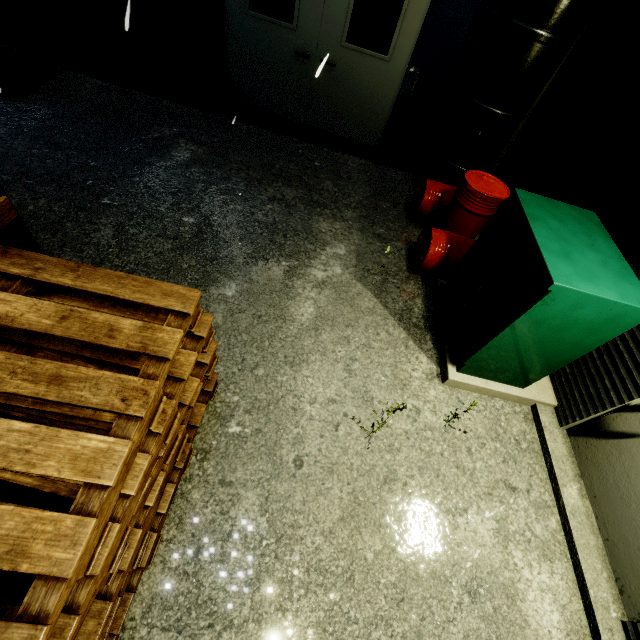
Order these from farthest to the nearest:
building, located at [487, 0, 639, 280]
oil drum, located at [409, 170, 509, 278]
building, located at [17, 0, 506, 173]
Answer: building, located at [17, 0, 506, 173] → oil drum, located at [409, 170, 509, 278] → building, located at [487, 0, 639, 280]

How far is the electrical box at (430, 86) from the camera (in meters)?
5.11

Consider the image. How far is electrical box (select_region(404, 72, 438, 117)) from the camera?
5.1 meters

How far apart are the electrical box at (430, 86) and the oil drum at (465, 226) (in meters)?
1.33

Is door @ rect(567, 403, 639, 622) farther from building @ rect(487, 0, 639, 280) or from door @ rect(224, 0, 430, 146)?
door @ rect(224, 0, 430, 146)

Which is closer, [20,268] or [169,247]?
[20,268]

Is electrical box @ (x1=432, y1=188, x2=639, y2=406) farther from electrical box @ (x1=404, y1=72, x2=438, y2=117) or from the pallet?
electrical box @ (x1=404, y1=72, x2=438, y2=117)

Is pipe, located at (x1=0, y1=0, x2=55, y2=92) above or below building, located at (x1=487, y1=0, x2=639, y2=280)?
below
